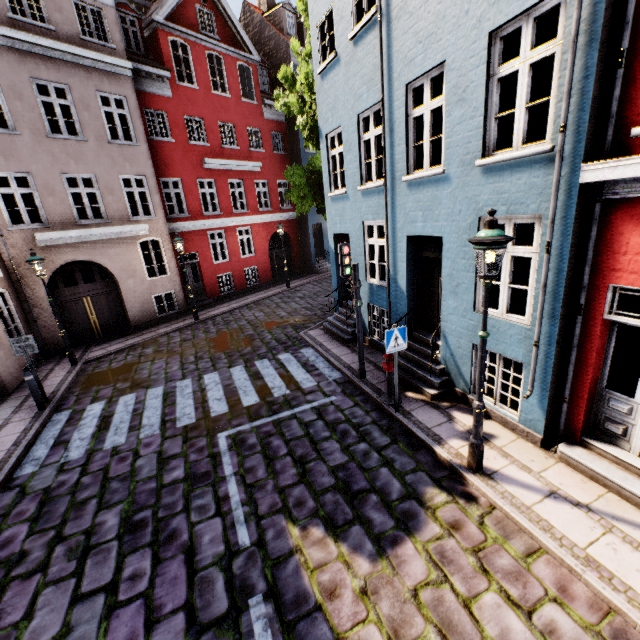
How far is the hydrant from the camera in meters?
6.9 m

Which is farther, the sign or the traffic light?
the traffic light

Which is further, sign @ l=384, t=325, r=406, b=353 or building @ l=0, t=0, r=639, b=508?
sign @ l=384, t=325, r=406, b=353

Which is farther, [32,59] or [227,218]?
[227,218]

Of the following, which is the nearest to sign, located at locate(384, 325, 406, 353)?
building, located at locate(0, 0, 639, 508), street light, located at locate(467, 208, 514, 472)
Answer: building, located at locate(0, 0, 639, 508)

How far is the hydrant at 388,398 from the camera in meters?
6.9

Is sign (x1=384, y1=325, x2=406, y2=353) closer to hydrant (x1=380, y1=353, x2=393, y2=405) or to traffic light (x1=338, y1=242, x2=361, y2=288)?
hydrant (x1=380, y1=353, x2=393, y2=405)

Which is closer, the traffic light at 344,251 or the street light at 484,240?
the street light at 484,240
